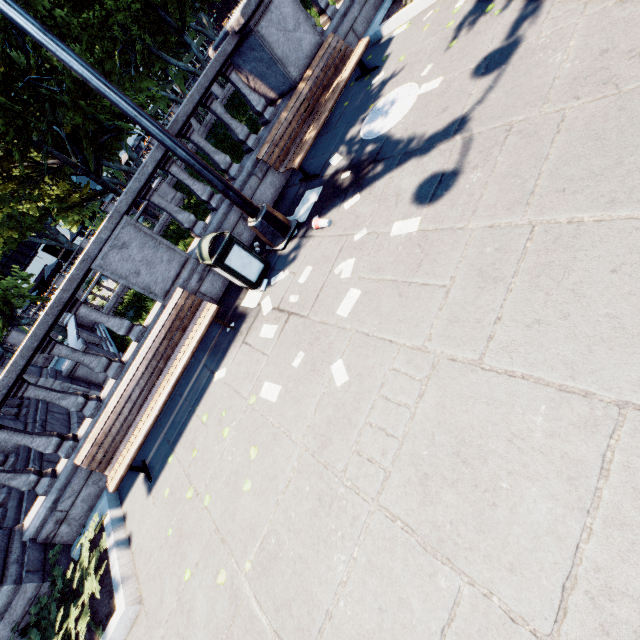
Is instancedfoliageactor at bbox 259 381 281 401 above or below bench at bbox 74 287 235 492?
below

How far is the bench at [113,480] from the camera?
4.7 meters

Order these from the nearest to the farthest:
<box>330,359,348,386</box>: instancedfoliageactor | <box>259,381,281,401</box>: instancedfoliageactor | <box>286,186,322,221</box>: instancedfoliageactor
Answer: <box>330,359,348,386</box>: instancedfoliageactor → <box>259,381,281,401</box>: instancedfoliageactor → <box>286,186,322,221</box>: instancedfoliageactor

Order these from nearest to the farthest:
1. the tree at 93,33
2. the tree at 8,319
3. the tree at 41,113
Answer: the tree at 41,113
the tree at 8,319
the tree at 93,33

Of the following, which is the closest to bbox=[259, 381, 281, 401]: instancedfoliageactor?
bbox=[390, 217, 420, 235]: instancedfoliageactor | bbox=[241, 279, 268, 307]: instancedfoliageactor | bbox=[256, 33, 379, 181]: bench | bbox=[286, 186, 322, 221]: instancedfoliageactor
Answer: bbox=[241, 279, 268, 307]: instancedfoliageactor

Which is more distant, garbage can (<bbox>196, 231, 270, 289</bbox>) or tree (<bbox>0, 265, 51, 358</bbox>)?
tree (<bbox>0, 265, 51, 358</bbox>)

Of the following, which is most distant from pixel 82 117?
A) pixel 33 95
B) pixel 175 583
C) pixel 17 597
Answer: pixel 175 583

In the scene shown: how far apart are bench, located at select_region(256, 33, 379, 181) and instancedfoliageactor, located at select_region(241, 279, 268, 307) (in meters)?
1.84
